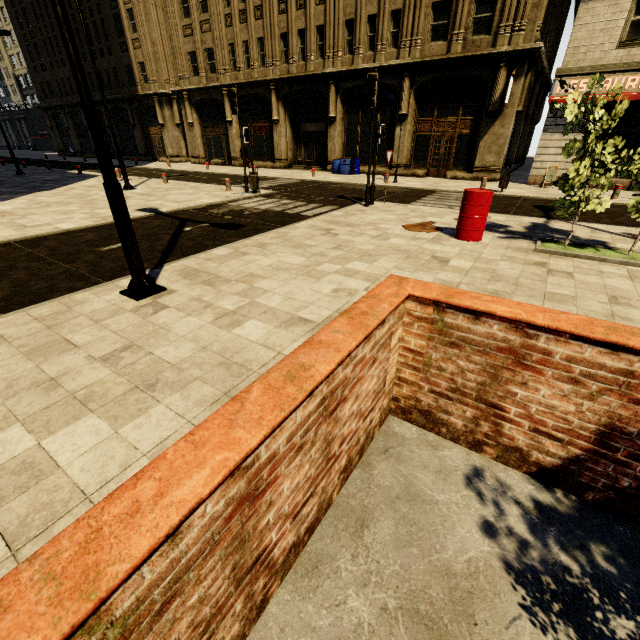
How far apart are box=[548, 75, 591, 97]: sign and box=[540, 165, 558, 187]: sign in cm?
293

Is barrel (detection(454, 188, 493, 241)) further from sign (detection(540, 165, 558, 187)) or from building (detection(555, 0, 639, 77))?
building (detection(555, 0, 639, 77))

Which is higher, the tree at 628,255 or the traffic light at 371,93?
the traffic light at 371,93

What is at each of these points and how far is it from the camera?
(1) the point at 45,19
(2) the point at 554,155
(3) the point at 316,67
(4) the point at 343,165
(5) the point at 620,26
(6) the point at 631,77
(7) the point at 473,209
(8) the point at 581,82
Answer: (1) building, 34.3 meters
(2) building, 16.1 meters
(3) building, 21.0 meters
(4) barrel, 21.2 meters
(5) building, 13.3 meters
(6) sign, 13.6 meters
(7) barrel, 7.4 meters
(8) sign, 14.4 meters

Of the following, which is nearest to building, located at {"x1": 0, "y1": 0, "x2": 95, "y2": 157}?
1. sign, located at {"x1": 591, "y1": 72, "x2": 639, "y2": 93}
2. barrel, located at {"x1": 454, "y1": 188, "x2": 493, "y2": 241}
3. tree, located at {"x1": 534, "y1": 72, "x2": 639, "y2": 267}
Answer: sign, located at {"x1": 591, "y1": 72, "x2": 639, "y2": 93}

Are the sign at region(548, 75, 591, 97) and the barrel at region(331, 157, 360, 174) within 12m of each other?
yes

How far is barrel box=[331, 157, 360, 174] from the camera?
21.2m

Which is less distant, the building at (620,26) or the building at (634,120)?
the building at (620,26)
